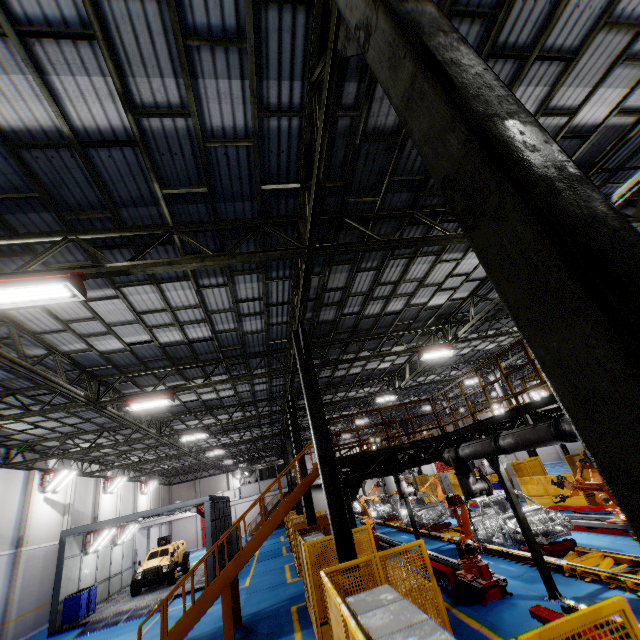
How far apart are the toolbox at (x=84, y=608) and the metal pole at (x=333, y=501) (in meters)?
17.81

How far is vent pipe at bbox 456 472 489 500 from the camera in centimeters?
952cm

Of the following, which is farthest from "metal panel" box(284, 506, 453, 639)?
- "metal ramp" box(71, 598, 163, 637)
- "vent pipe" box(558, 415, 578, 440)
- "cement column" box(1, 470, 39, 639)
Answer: "cement column" box(1, 470, 39, 639)

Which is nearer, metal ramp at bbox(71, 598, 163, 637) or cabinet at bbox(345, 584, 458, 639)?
cabinet at bbox(345, 584, 458, 639)

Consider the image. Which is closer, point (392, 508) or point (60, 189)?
point (60, 189)

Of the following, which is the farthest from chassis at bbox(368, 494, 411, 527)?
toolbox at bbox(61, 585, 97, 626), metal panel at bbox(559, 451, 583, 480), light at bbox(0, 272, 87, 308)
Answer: toolbox at bbox(61, 585, 97, 626)

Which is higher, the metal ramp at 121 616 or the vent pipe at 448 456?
the vent pipe at 448 456

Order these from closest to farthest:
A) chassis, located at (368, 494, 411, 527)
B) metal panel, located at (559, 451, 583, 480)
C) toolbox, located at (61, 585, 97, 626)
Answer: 1. metal panel, located at (559, 451, 583, 480)
2. toolbox, located at (61, 585, 97, 626)
3. chassis, located at (368, 494, 411, 527)
